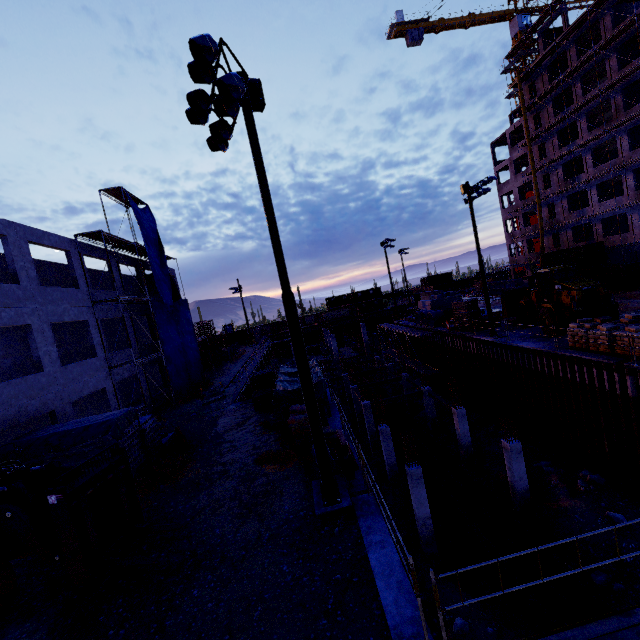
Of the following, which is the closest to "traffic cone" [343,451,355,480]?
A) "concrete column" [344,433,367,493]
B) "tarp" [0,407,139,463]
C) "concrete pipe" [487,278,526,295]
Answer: "concrete column" [344,433,367,493]

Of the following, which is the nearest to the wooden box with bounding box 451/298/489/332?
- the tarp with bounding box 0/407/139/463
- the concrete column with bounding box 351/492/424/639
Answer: the concrete column with bounding box 351/492/424/639

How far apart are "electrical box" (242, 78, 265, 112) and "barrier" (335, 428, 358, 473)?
9.82m

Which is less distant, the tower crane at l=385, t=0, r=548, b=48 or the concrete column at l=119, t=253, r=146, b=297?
the concrete column at l=119, t=253, r=146, b=297

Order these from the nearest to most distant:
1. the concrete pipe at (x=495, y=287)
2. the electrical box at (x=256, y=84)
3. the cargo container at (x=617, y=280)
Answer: the electrical box at (x=256, y=84) < the cargo container at (x=617, y=280) < the concrete pipe at (x=495, y=287)

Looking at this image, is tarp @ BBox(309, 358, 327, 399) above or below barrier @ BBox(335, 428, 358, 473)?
above

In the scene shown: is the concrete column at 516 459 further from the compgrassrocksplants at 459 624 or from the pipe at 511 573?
the compgrassrocksplants at 459 624

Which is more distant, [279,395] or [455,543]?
[455,543]
